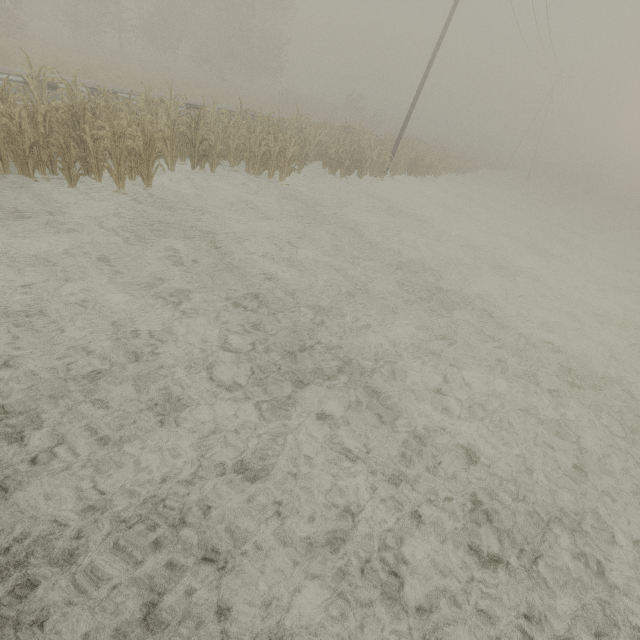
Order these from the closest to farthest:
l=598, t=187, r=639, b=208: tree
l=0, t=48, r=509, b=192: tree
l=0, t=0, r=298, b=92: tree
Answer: l=0, t=48, r=509, b=192: tree < l=0, t=0, r=298, b=92: tree < l=598, t=187, r=639, b=208: tree

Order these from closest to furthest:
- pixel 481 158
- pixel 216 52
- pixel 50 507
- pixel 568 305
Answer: pixel 50 507 → pixel 568 305 → pixel 216 52 → pixel 481 158

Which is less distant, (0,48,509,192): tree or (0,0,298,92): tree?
(0,48,509,192): tree

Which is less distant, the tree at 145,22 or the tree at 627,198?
the tree at 145,22

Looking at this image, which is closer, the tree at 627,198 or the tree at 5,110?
the tree at 5,110

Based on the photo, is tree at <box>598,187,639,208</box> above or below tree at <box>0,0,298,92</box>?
below

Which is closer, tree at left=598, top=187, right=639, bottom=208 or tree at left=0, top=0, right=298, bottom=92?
tree at left=0, top=0, right=298, bottom=92
